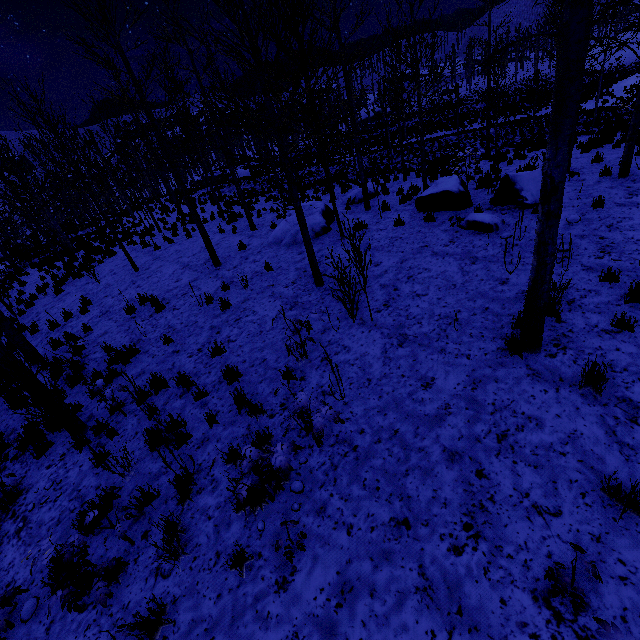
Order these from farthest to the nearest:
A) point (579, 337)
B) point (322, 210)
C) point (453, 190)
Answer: point (322, 210), point (453, 190), point (579, 337)

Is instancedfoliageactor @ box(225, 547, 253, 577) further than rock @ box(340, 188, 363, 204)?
No

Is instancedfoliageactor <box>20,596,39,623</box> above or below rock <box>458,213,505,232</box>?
below

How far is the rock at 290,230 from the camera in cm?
1123

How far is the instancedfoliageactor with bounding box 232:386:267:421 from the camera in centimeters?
509cm

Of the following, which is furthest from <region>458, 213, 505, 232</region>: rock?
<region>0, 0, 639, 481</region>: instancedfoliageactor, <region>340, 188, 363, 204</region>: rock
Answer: <region>340, 188, 363, 204</region>: rock

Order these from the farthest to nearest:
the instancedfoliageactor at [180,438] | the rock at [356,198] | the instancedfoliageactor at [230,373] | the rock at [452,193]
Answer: the rock at [356,198]
the rock at [452,193]
the instancedfoliageactor at [230,373]
the instancedfoliageactor at [180,438]
